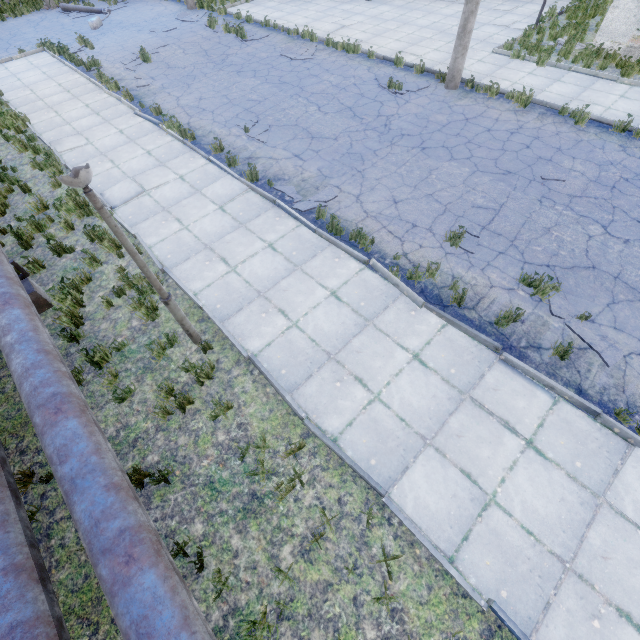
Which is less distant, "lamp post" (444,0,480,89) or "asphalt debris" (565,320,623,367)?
"asphalt debris" (565,320,623,367)

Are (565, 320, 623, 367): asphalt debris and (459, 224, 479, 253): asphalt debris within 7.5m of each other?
yes

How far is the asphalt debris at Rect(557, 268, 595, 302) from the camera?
5.99m

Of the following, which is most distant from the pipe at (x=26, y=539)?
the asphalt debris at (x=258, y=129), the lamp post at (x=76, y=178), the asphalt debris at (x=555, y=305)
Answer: the asphalt debris at (x=258, y=129)

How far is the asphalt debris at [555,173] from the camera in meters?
8.0

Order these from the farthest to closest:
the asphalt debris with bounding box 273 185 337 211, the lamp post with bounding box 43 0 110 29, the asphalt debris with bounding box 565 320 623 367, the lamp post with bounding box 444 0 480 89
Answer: the lamp post with bounding box 43 0 110 29 < the lamp post with bounding box 444 0 480 89 < the asphalt debris with bounding box 273 185 337 211 < the asphalt debris with bounding box 565 320 623 367

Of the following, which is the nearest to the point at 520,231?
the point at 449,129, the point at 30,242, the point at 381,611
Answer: the point at 449,129

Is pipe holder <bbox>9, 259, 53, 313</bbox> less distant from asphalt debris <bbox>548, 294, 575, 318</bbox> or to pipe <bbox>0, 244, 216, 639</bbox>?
pipe <bbox>0, 244, 216, 639</bbox>
